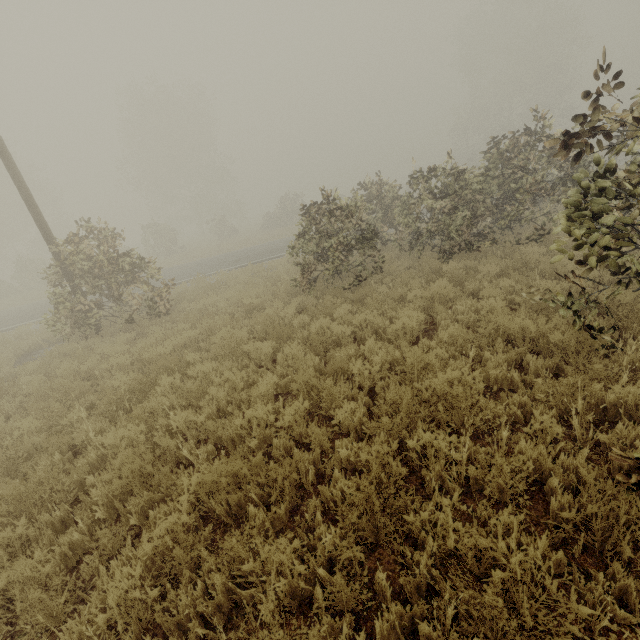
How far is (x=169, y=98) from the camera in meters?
36.6
